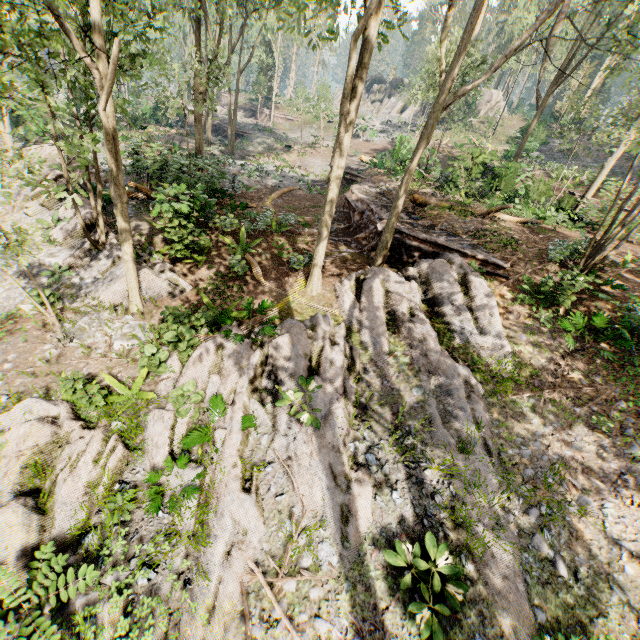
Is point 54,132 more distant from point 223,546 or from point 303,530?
point 303,530

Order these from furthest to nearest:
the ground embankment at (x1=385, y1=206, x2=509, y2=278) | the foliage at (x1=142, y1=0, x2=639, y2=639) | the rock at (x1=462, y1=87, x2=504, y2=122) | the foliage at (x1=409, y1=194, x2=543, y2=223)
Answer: the rock at (x1=462, y1=87, x2=504, y2=122) < the foliage at (x1=409, y1=194, x2=543, y2=223) < the ground embankment at (x1=385, y1=206, x2=509, y2=278) < the foliage at (x1=142, y1=0, x2=639, y2=639)

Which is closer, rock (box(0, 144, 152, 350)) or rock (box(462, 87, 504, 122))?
rock (box(0, 144, 152, 350))

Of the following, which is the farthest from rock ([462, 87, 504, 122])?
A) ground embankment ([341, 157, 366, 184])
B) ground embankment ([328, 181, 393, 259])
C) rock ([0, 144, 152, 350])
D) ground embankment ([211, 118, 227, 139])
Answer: rock ([0, 144, 152, 350])

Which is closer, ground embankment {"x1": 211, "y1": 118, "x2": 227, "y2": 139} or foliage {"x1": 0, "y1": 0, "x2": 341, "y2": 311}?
foliage {"x1": 0, "y1": 0, "x2": 341, "y2": 311}

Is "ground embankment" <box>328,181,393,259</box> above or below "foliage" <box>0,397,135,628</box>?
above

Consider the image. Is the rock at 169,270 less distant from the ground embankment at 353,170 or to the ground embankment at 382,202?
the ground embankment at 353,170

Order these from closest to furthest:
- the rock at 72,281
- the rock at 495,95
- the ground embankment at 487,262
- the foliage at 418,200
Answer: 1. the rock at 72,281
2. the ground embankment at 487,262
3. the foliage at 418,200
4. the rock at 495,95
